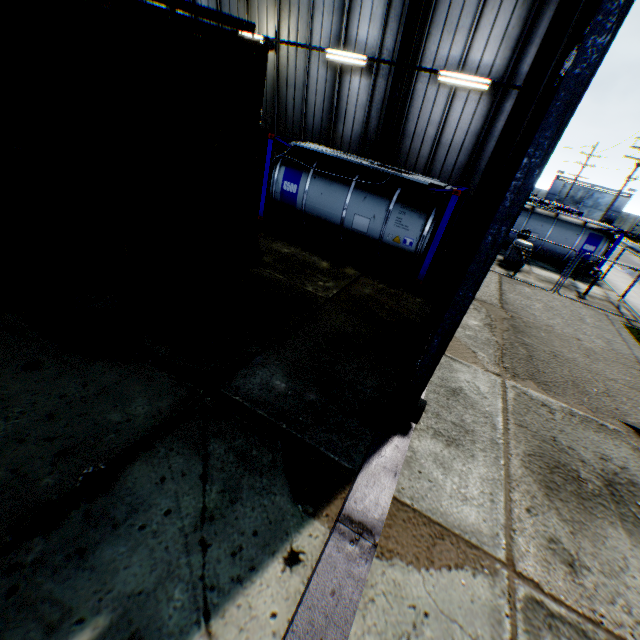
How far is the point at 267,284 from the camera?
8.2m

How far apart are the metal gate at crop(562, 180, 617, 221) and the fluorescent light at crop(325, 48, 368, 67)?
61.4 meters

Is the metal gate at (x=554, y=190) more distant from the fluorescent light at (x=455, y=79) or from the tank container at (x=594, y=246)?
the fluorescent light at (x=455, y=79)

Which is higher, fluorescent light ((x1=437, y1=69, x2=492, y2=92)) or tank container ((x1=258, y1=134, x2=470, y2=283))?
fluorescent light ((x1=437, y1=69, x2=492, y2=92))

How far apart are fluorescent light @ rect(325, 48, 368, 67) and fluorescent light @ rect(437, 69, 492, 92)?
2.6m

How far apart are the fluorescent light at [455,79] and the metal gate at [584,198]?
60.5 meters

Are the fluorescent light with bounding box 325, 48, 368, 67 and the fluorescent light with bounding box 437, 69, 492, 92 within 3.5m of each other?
yes

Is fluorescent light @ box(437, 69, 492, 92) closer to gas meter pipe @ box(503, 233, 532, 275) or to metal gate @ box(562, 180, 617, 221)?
gas meter pipe @ box(503, 233, 532, 275)
